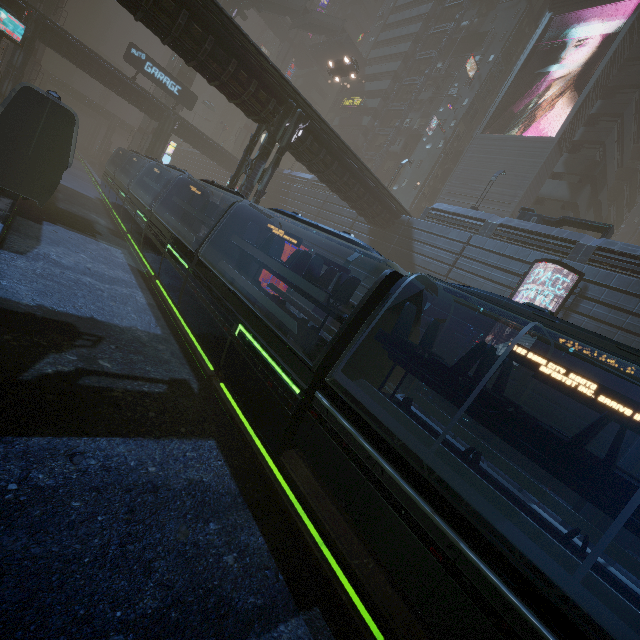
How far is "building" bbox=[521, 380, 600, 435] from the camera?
16.89m

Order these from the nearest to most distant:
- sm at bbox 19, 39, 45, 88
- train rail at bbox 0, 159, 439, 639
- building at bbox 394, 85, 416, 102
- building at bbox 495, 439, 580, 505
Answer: train rail at bbox 0, 159, 439, 639 → building at bbox 495, 439, 580, 505 → sm at bbox 19, 39, 45, 88 → building at bbox 394, 85, 416, 102

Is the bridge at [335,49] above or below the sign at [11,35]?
above

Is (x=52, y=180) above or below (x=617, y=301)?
below

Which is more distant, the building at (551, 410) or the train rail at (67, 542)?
the building at (551, 410)

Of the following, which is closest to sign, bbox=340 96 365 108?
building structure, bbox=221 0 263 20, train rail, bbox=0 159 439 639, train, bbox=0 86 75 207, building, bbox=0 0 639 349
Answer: building, bbox=0 0 639 349

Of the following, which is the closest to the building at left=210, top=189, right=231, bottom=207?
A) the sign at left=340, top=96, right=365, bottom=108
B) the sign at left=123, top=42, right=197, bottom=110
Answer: the sign at left=340, top=96, right=365, bottom=108

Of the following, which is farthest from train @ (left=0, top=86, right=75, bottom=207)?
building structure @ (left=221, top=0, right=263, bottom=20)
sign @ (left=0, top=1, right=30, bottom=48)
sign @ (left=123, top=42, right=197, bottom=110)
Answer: building structure @ (left=221, top=0, right=263, bottom=20)
